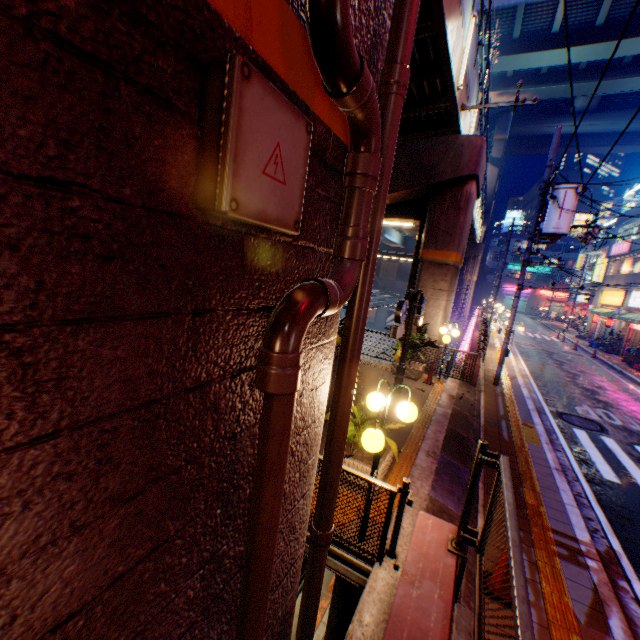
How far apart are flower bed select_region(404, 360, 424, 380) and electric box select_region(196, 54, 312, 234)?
10.8m

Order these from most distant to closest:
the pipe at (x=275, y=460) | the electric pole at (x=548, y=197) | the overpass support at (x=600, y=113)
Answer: the overpass support at (x=600, y=113)
the electric pole at (x=548, y=197)
the pipe at (x=275, y=460)

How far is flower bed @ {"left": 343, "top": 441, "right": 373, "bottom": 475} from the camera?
5.5m

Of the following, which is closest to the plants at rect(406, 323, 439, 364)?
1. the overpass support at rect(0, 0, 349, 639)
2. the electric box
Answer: the overpass support at rect(0, 0, 349, 639)

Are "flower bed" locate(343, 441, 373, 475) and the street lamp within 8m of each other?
yes

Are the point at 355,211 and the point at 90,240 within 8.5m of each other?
yes

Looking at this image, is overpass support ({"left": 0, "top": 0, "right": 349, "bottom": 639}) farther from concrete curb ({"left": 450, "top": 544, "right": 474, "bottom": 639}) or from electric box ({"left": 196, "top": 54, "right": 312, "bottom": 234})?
concrete curb ({"left": 450, "top": 544, "right": 474, "bottom": 639})

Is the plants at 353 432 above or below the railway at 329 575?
above
